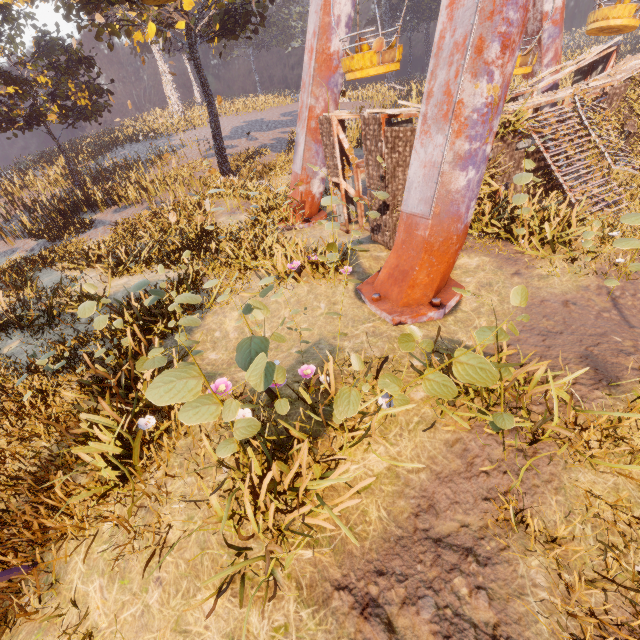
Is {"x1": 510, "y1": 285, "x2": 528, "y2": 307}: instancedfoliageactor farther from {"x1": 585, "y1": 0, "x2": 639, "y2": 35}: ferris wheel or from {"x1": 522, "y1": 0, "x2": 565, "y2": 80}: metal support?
{"x1": 585, "y1": 0, "x2": 639, "y2": 35}: ferris wheel

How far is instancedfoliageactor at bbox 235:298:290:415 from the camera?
3.27m

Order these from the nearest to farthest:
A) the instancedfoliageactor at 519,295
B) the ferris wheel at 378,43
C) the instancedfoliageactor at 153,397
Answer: the instancedfoliageactor at 519,295
the instancedfoliageactor at 153,397
the ferris wheel at 378,43

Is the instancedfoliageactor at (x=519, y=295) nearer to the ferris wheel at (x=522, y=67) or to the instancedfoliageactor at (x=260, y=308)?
the instancedfoliageactor at (x=260, y=308)

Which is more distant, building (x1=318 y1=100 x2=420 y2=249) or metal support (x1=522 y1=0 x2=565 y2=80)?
metal support (x1=522 y1=0 x2=565 y2=80)

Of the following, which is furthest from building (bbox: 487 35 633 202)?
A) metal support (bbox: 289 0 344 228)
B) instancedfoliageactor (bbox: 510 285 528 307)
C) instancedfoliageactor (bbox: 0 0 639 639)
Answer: instancedfoliageactor (bbox: 510 285 528 307)

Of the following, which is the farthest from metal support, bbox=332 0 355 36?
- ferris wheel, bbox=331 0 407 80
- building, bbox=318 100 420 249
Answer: building, bbox=318 100 420 249

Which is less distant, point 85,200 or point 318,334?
point 318,334
